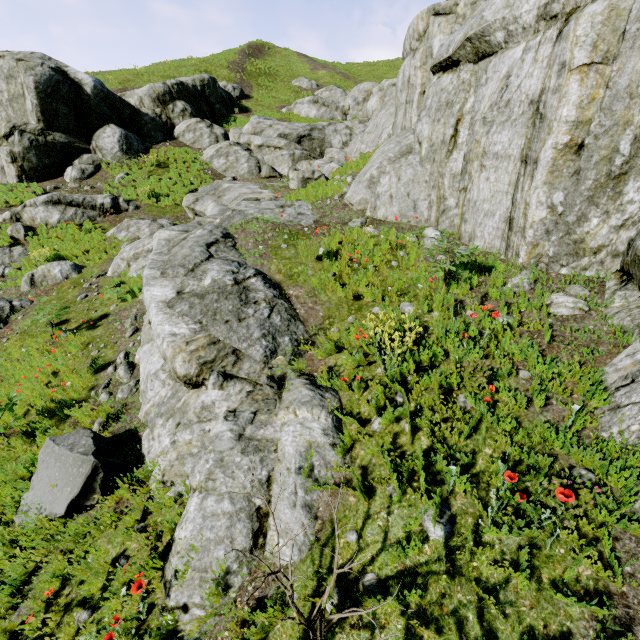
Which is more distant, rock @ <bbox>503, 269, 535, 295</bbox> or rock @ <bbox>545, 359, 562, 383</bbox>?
rock @ <bbox>503, 269, 535, 295</bbox>

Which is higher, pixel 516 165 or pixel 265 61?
pixel 265 61

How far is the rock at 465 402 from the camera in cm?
396

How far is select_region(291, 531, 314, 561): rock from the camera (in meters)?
3.43

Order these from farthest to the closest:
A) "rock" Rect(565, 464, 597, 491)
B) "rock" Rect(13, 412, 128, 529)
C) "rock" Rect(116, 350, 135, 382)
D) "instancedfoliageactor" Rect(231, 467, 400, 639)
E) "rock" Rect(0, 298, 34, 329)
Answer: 1. "rock" Rect(0, 298, 34, 329)
2. "rock" Rect(116, 350, 135, 382)
3. "rock" Rect(13, 412, 128, 529)
4. "rock" Rect(565, 464, 597, 491)
5. "instancedfoliageactor" Rect(231, 467, 400, 639)

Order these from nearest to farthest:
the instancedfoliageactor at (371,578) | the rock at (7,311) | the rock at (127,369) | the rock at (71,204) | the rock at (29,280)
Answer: the instancedfoliageactor at (371,578) < the rock at (127,369) < the rock at (7,311) < the rock at (29,280) < the rock at (71,204)

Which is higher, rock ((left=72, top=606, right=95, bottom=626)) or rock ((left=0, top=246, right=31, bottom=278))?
rock ((left=0, top=246, right=31, bottom=278))
